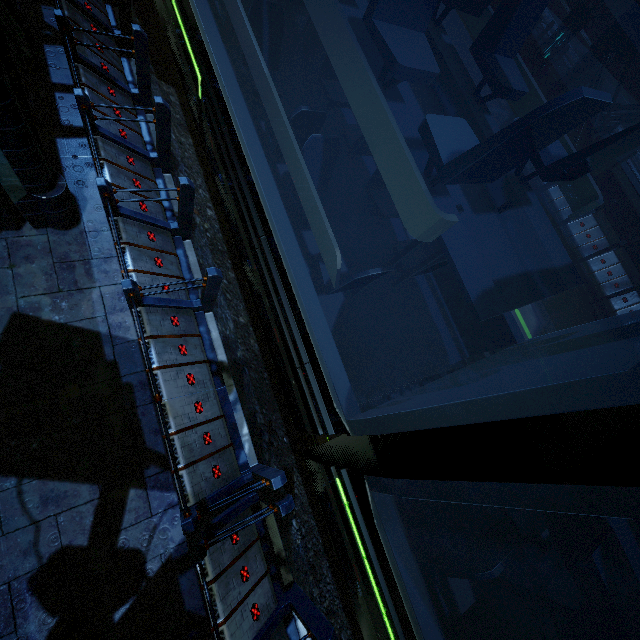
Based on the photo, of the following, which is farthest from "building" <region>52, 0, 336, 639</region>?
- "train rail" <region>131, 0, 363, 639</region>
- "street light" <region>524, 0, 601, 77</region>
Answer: "street light" <region>524, 0, 601, 77</region>

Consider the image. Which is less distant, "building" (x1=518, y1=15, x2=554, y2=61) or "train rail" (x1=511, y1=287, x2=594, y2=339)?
"train rail" (x1=511, y1=287, x2=594, y2=339)

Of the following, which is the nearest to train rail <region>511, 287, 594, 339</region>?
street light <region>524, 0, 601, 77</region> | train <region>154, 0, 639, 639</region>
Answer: train <region>154, 0, 639, 639</region>

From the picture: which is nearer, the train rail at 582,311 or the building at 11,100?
the building at 11,100

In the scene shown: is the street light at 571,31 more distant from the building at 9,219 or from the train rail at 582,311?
the train rail at 582,311

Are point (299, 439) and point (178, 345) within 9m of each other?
yes

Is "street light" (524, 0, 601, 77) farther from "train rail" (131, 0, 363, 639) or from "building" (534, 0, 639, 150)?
"train rail" (131, 0, 363, 639)
